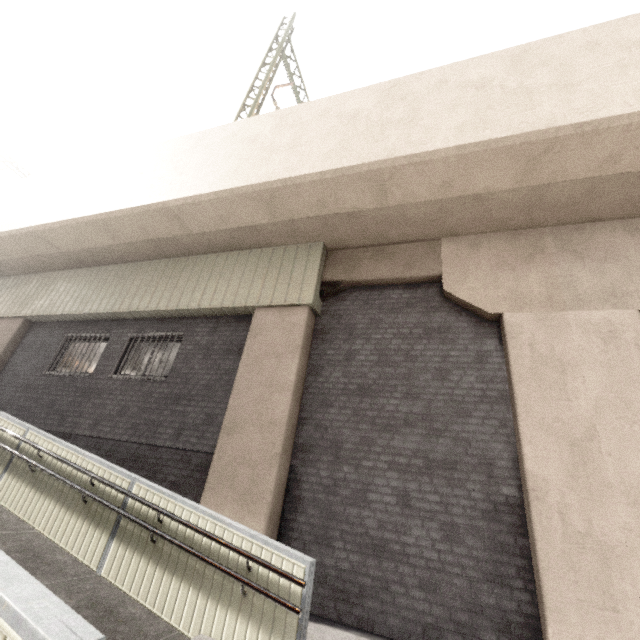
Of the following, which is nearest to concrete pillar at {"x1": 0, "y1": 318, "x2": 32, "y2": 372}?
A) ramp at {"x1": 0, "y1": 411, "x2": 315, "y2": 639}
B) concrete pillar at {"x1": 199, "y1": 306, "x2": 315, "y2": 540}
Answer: ramp at {"x1": 0, "y1": 411, "x2": 315, "y2": 639}

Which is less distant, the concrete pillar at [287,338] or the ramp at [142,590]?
the ramp at [142,590]

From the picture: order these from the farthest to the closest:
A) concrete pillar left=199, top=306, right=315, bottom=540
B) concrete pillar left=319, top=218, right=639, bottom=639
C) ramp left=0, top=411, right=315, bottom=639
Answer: concrete pillar left=199, top=306, right=315, bottom=540, concrete pillar left=319, top=218, right=639, bottom=639, ramp left=0, top=411, right=315, bottom=639

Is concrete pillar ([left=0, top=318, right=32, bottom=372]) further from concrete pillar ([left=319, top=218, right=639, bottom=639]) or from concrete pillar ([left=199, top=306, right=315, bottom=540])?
concrete pillar ([left=319, top=218, right=639, bottom=639])

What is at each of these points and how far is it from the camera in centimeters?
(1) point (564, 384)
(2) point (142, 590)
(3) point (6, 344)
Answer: (1) concrete pillar, 505cm
(2) ramp, 411cm
(3) concrete pillar, 1004cm

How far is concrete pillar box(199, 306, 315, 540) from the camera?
5.4m

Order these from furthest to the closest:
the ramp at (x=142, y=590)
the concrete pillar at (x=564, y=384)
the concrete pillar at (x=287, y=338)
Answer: the concrete pillar at (x=287, y=338)
the concrete pillar at (x=564, y=384)
the ramp at (x=142, y=590)
